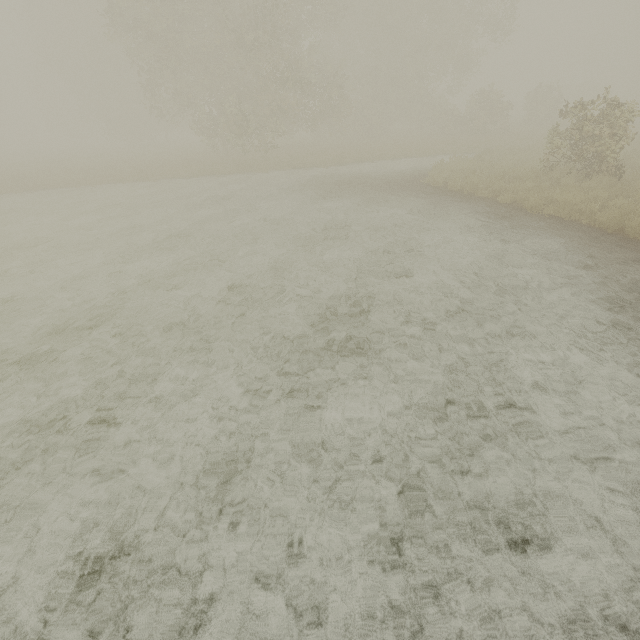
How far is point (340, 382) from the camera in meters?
4.6 m
